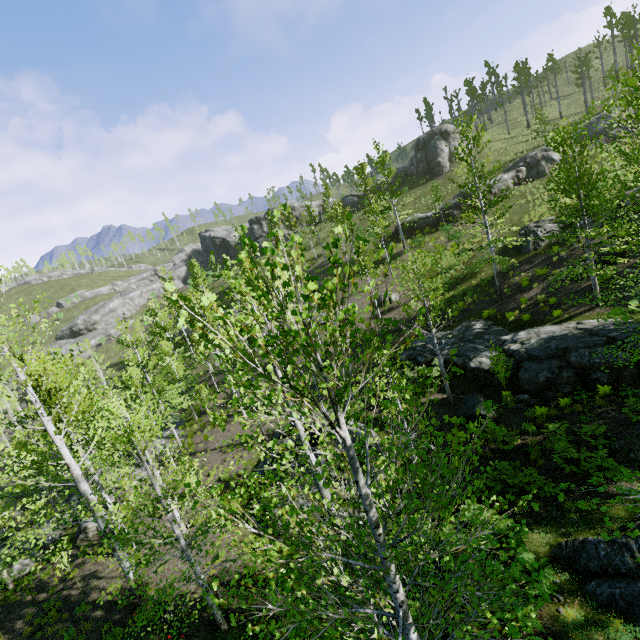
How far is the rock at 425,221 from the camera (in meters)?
34.09

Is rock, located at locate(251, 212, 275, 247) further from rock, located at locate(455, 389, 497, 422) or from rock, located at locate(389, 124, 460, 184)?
rock, located at locate(455, 389, 497, 422)

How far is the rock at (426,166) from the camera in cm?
4578

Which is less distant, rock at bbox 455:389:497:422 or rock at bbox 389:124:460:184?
rock at bbox 455:389:497:422

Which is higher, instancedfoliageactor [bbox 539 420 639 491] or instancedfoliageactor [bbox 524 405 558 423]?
instancedfoliageactor [bbox 539 420 639 491]

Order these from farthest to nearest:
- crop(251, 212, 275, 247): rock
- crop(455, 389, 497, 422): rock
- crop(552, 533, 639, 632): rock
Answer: crop(251, 212, 275, 247): rock, crop(455, 389, 497, 422): rock, crop(552, 533, 639, 632): rock

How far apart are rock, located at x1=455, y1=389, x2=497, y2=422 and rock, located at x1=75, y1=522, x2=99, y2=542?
19.45m

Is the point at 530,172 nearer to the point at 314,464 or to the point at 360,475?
the point at 314,464
